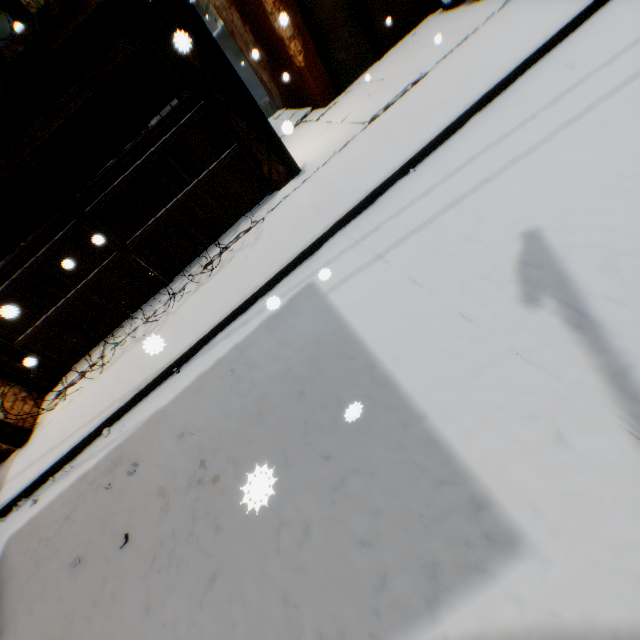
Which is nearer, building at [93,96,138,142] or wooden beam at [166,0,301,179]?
wooden beam at [166,0,301,179]

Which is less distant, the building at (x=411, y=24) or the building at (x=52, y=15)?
the building at (x=52, y=15)

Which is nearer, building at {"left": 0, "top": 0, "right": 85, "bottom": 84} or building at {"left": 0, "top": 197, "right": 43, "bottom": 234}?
building at {"left": 0, "top": 0, "right": 85, "bottom": 84}

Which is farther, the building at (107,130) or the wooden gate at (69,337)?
the building at (107,130)

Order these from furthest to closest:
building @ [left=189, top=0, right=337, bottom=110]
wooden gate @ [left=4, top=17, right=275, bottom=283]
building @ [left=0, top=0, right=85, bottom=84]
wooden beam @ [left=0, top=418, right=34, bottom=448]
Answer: Answer:
building @ [left=189, top=0, right=337, bottom=110]
wooden beam @ [left=0, top=418, right=34, bottom=448]
wooden gate @ [left=4, top=17, right=275, bottom=283]
building @ [left=0, top=0, right=85, bottom=84]

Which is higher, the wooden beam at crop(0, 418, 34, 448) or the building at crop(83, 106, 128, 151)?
the building at crop(83, 106, 128, 151)

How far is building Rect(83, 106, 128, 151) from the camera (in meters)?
9.04

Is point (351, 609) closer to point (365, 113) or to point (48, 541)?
point (48, 541)
